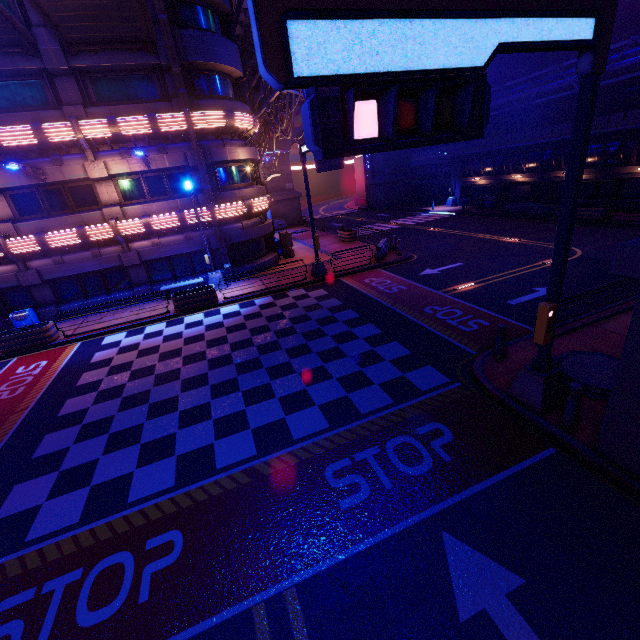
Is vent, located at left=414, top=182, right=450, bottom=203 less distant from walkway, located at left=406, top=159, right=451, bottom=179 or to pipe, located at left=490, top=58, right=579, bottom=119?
walkway, located at left=406, top=159, right=451, bottom=179

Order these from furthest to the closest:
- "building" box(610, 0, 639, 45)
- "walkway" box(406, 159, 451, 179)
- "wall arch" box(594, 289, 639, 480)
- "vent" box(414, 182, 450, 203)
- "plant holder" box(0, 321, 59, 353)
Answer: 1. "vent" box(414, 182, 450, 203)
2. "walkway" box(406, 159, 451, 179)
3. "building" box(610, 0, 639, 45)
4. "plant holder" box(0, 321, 59, 353)
5. "wall arch" box(594, 289, 639, 480)

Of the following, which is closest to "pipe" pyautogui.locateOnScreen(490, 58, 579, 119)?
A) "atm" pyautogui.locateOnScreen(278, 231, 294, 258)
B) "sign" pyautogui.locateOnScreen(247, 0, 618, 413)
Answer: "sign" pyautogui.locateOnScreen(247, 0, 618, 413)

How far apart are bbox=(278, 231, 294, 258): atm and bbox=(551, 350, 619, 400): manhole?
19.0m

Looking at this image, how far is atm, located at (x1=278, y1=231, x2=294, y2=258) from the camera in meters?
24.2

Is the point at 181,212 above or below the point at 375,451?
above

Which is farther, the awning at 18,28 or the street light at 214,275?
the street light at 214,275

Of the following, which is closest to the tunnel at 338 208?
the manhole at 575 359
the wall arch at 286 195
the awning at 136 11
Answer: the wall arch at 286 195
